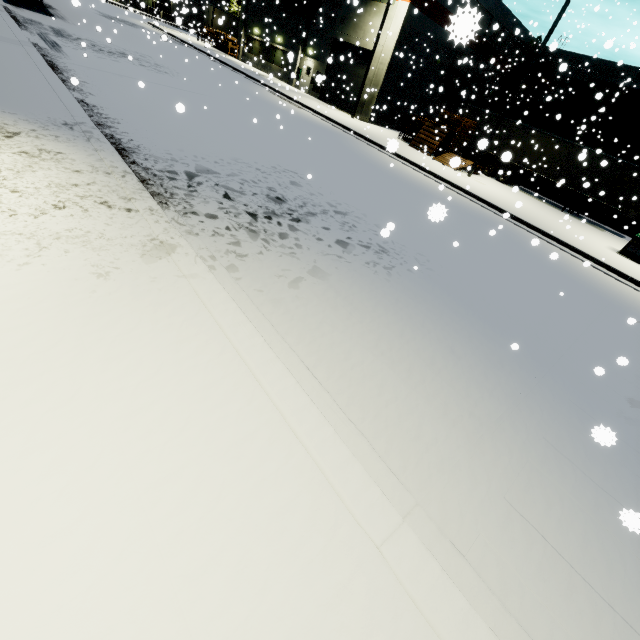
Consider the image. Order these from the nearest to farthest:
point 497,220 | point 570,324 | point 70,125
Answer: point 70,125 → point 570,324 → point 497,220

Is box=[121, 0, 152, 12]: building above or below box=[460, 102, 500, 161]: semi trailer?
above

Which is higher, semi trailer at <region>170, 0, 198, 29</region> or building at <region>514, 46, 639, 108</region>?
building at <region>514, 46, 639, 108</region>

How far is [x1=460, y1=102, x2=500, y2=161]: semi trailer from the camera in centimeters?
2383cm

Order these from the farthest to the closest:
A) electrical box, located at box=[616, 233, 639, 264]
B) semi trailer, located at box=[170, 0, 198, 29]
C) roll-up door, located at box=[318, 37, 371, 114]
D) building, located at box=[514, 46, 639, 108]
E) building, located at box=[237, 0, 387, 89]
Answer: building, located at box=[514, 46, 639, 108]
roll-up door, located at box=[318, 37, 371, 114]
building, located at box=[237, 0, 387, 89]
electrical box, located at box=[616, 233, 639, 264]
semi trailer, located at box=[170, 0, 198, 29]

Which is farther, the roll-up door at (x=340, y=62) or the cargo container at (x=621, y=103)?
the roll-up door at (x=340, y=62)

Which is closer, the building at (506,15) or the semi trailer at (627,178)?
the semi trailer at (627,178)

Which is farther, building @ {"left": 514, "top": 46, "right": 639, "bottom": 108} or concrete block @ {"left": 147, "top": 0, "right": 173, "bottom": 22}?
concrete block @ {"left": 147, "top": 0, "right": 173, "bottom": 22}
